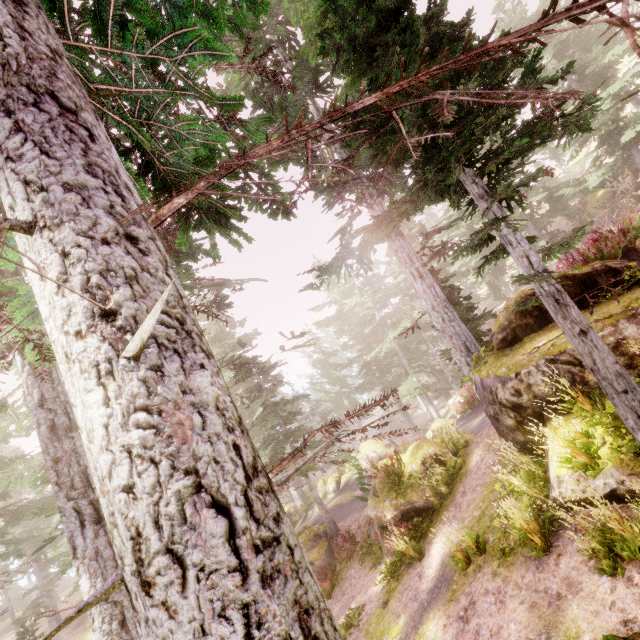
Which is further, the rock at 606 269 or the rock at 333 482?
the rock at 333 482

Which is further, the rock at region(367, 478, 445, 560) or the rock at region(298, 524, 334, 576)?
the rock at region(298, 524, 334, 576)

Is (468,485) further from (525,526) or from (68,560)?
(68,560)

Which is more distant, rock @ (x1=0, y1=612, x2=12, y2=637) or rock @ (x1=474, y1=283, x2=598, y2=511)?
rock @ (x1=0, y1=612, x2=12, y2=637)

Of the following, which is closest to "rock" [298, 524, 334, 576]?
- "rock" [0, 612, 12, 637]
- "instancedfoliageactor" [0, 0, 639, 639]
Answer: "instancedfoliageactor" [0, 0, 639, 639]

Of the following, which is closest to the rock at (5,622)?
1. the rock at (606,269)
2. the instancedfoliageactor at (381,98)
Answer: the instancedfoliageactor at (381,98)

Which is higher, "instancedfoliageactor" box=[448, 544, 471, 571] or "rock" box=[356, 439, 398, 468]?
"instancedfoliageactor" box=[448, 544, 471, 571]
